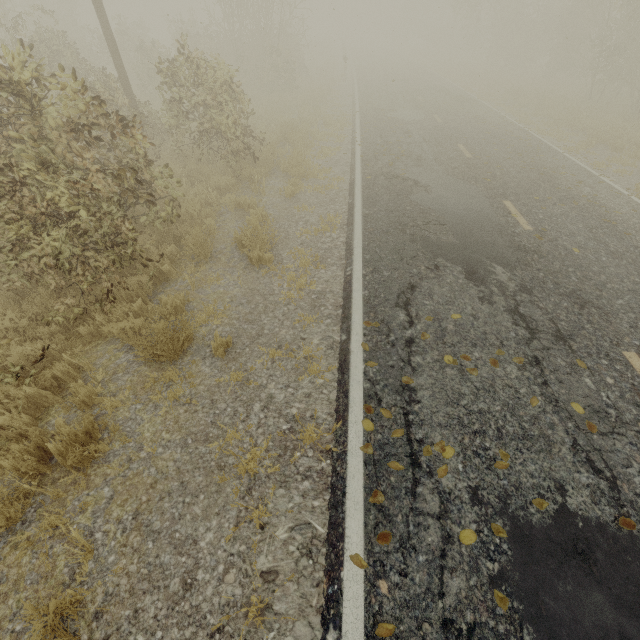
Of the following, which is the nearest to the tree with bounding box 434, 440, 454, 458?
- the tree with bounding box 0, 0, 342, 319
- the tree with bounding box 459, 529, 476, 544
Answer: the tree with bounding box 459, 529, 476, 544

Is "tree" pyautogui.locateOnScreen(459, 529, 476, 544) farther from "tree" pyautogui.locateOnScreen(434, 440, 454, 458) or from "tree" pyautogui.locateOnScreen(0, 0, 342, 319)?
"tree" pyautogui.locateOnScreen(0, 0, 342, 319)

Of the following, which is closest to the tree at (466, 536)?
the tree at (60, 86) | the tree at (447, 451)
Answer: the tree at (447, 451)

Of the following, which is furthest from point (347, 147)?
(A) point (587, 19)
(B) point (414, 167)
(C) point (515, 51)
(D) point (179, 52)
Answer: (C) point (515, 51)

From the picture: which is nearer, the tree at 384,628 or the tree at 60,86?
the tree at 384,628

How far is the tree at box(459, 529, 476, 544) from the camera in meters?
2.8 m
